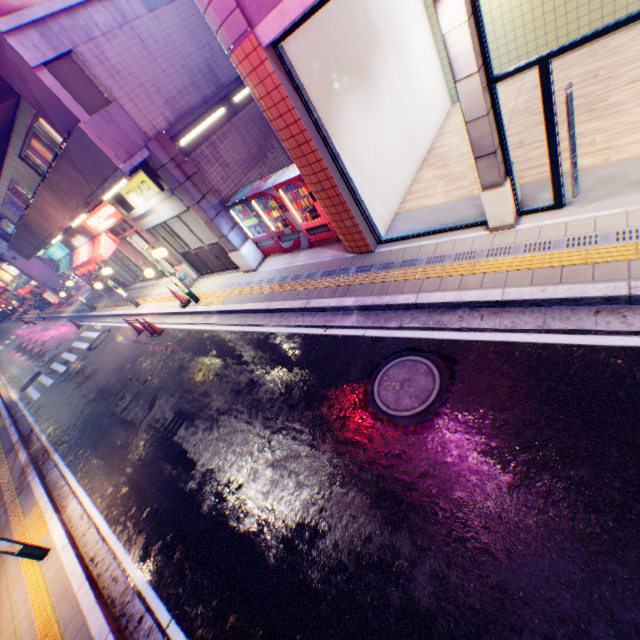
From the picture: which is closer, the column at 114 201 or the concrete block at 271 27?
the concrete block at 271 27

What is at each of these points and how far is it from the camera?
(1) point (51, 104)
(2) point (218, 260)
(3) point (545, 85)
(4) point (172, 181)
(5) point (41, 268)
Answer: (1) pylon, 7.2m
(2) door, 11.6m
(3) window frame, 4.2m
(4) column, 8.8m
(5) building, 28.9m

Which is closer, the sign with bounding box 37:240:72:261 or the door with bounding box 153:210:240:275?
the door with bounding box 153:210:240:275

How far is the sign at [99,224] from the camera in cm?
1193

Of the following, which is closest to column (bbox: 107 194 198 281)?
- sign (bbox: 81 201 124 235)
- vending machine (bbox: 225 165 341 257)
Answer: sign (bbox: 81 201 124 235)

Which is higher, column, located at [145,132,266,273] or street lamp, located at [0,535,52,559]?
column, located at [145,132,266,273]

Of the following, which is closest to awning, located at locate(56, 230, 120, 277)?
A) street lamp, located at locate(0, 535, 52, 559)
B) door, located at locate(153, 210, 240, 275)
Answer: door, located at locate(153, 210, 240, 275)

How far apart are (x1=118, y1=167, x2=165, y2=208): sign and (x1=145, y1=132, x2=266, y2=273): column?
0.5 meters
